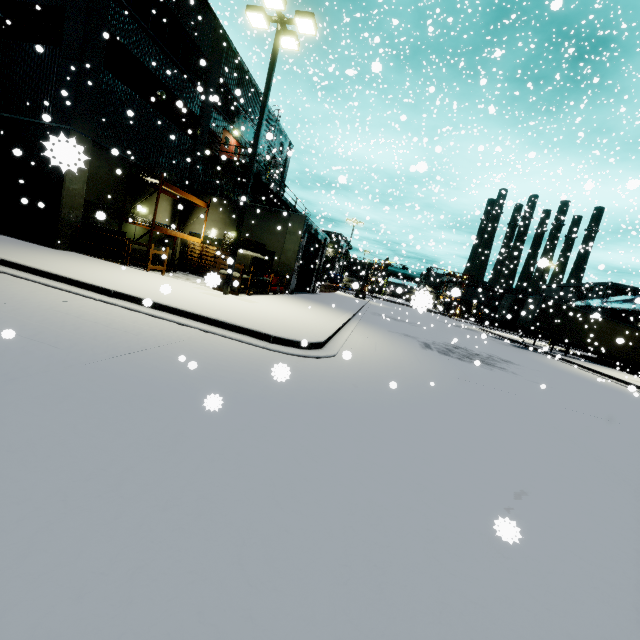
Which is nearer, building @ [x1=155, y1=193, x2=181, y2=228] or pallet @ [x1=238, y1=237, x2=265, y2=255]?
pallet @ [x1=238, y1=237, x2=265, y2=255]

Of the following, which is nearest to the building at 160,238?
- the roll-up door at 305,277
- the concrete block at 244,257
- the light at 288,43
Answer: the roll-up door at 305,277

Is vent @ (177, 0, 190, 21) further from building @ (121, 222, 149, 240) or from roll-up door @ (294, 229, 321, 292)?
roll-up door @ (294, 229, 321, 292)

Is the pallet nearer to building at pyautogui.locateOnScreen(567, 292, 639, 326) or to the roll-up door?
building at pyautogui.locateOnScreen(567, 292, 639, 326)

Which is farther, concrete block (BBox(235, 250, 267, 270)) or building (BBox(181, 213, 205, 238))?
building (BBox(181, 213, 205, 238))

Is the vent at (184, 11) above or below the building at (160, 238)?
above

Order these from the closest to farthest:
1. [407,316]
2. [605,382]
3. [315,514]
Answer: [315,514]
[605,382]
[407,316]
